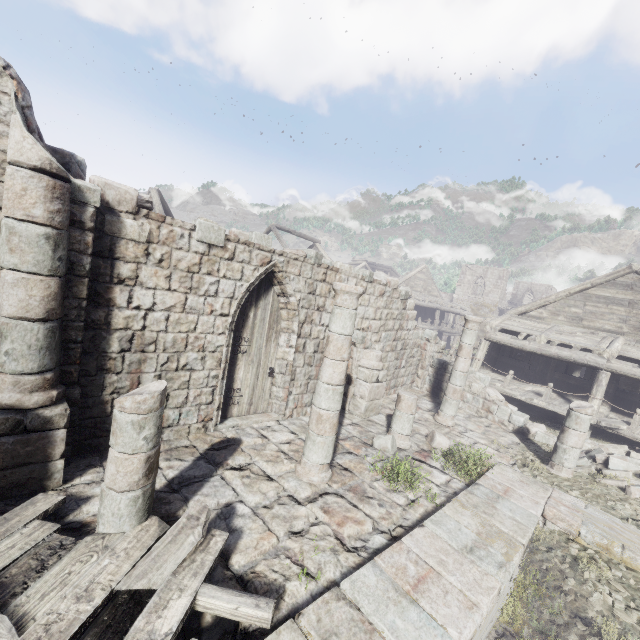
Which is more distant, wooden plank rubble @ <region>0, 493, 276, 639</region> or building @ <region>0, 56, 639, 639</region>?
building @ <region>0, 56, 639, 639</region>

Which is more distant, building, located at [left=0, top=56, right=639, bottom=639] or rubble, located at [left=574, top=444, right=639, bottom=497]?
rubble, located at [left=574, top=444, right=639, bottom=497]

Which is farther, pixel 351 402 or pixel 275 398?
pixel 351 402

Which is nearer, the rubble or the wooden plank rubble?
the wooden plank rubble

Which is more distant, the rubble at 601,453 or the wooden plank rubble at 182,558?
the rubble at 601,453

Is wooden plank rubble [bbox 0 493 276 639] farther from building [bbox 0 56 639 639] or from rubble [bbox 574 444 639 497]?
rubble [bbox 574 444 639 497]

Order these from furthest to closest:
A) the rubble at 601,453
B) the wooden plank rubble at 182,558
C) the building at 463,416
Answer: the rubble at 601,453 < the building at 463,416 < the wooden plank rubble at 182,558

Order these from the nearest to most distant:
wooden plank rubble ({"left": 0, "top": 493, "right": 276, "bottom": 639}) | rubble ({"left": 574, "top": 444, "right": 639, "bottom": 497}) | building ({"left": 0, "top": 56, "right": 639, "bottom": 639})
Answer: wooden plank rubble ({"left": 0, "top": 493, "right": 276, "bottom": 639}) → building ({"left": 0, "top": 56, "right": 639, "bottom": 639}) → rubble ({"left": 574, "top": 444, "right": 639, "bottom": 497})
